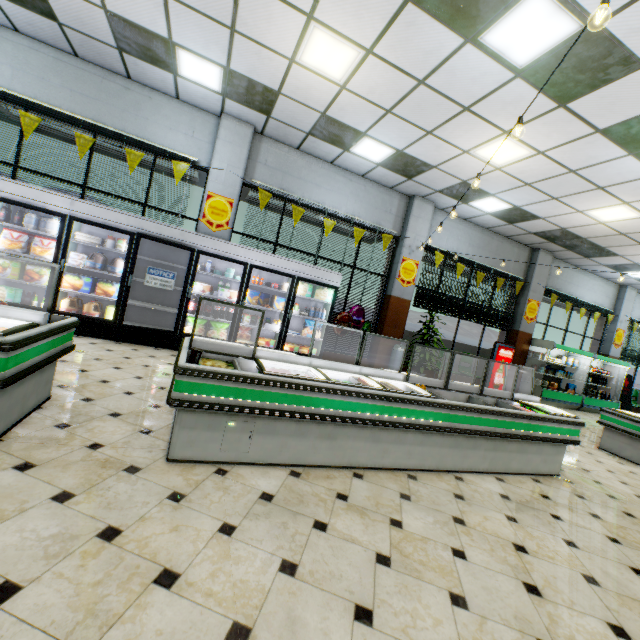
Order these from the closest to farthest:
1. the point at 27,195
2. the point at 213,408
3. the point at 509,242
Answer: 1. the point at 213,408
2. the point at 27,195
3. the point at 509,242

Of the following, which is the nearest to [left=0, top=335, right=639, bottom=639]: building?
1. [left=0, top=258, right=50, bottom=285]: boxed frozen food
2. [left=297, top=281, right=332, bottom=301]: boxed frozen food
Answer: [left=0, top=258, right=50, bottom=285]: boxed frozen food

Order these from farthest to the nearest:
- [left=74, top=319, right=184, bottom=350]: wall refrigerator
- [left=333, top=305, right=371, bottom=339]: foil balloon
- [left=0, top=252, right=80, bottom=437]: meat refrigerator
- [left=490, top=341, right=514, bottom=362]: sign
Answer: [left=490, top=341, right=514, bottom=362]: sign, [left=333, top=305, right=371, bottom=339]: foil balloon, [left=74, top=319, right=184, bottom=350]: wall refrigerator, [left=0, top=252, right=80, bottom=437]: meat refrigerator

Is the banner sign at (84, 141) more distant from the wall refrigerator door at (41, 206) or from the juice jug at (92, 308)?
the juice jug at (92, 308)

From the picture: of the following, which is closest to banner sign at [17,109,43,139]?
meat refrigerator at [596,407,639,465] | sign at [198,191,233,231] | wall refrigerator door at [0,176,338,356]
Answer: wall refrigerator door at [0,176,338,356]

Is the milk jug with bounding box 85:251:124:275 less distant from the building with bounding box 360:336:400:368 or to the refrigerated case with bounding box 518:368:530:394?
the building with bounding box 360:336:400:368

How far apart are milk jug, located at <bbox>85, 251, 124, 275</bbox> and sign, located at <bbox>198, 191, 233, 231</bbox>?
1.8 meters

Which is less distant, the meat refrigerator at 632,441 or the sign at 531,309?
the meat refrigerator at 632,441
